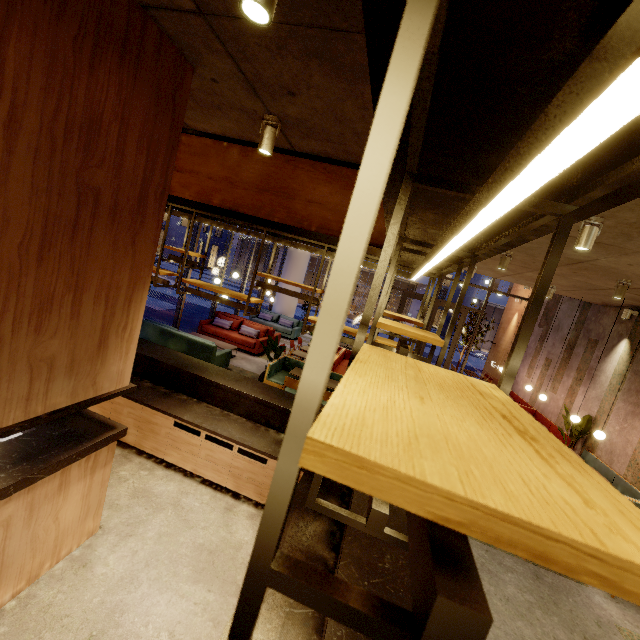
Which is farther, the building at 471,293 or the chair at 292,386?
the building at 471,293

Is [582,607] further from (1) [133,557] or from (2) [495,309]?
(2) [495,309]

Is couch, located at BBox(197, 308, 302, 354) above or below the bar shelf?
below

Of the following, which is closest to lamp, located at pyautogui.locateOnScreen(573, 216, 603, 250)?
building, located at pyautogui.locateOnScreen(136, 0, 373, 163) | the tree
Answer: building, located at pyautogui.locateOnScreen(136, 0, 373, 163)

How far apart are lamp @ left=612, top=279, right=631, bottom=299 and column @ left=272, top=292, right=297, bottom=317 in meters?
12.2 m

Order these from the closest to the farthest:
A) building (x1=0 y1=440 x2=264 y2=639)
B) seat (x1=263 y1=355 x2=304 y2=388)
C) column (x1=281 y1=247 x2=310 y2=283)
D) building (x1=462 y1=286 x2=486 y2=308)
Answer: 1. building (x1=0 y1=440 x2=264 y2=639)
2. seat (x1=263 y1=355 x2=304 y2=388)
3. column (x1=281 y1=247 x2=310 y2=283)
4. building (x1=462 y1=286 x2=486 y2=308)

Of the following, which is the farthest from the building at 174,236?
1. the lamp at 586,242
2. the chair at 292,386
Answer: the lamp at 586,242

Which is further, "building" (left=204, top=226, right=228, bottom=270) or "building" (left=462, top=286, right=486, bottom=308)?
"building" (left=204, top=226, right=228, bottom=270)
